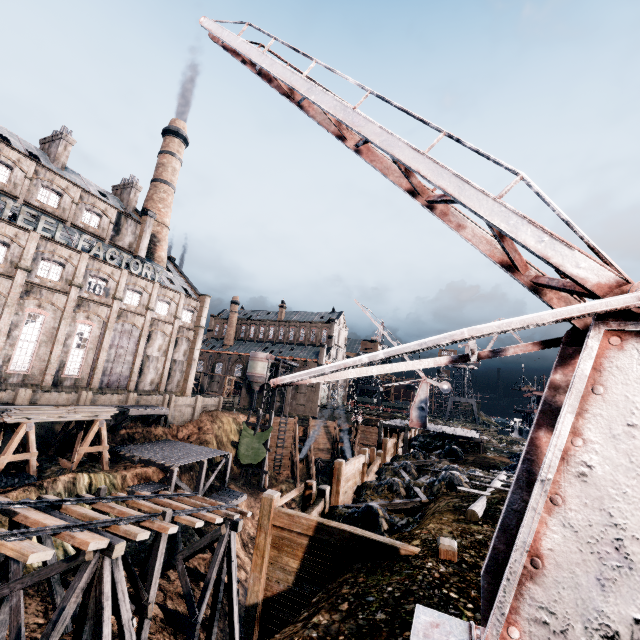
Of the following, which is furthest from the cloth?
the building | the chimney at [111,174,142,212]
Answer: the chimney at [111,174,142,212]

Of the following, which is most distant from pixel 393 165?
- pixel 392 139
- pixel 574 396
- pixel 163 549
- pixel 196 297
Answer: pixel 196 297

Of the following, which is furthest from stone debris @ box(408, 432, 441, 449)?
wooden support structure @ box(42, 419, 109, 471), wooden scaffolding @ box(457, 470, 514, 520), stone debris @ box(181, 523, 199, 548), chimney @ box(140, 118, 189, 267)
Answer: chimney @ box(140, 118, 189, 267)

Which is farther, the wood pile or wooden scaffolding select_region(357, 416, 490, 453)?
wooden scaffolding select_region(357, 416, 490, 453)

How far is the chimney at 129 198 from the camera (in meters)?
45.81

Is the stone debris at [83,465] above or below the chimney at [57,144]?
below

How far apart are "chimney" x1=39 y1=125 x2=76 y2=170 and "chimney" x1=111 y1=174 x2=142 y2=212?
7.59m

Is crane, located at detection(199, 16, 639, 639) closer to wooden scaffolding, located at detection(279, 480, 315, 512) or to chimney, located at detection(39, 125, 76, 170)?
wooden scaffolding, located at detection(279, 480, 315, 512)
